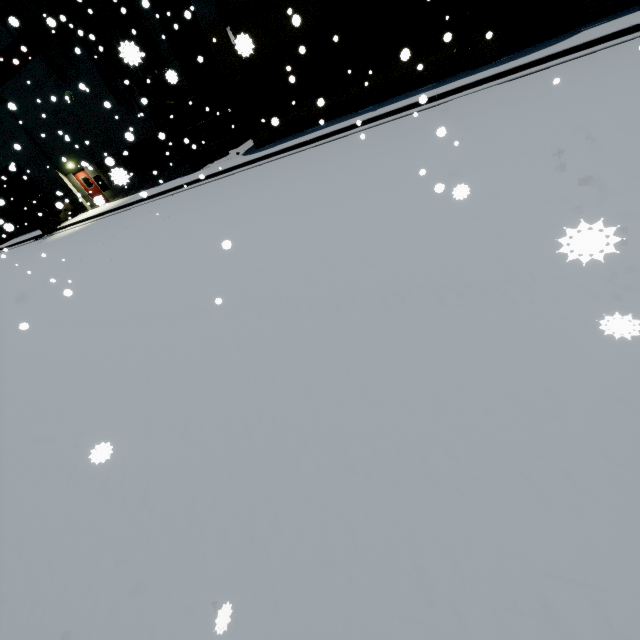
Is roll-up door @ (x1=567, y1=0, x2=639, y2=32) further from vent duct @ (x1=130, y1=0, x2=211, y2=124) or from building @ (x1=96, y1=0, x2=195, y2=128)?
vent duct @ (x1=130, y1=0, x2=211, y2=124)

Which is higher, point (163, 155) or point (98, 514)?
point (163, 155)

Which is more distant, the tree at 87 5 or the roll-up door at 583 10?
the tree at 87 5

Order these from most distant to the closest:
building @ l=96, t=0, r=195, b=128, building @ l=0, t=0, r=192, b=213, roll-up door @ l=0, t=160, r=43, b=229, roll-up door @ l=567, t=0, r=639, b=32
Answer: roll-up door @ l=0, t=160, r=43, b=229 < building @ l=0, t=0, r=192, b=213 < building @ l=96, t=0, r=195, b=128 < roll-up door @ l=567, t=0, r=639, b=32

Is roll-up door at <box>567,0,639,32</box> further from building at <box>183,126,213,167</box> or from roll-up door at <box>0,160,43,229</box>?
roll-up door at <box>0,160,43,229</box>

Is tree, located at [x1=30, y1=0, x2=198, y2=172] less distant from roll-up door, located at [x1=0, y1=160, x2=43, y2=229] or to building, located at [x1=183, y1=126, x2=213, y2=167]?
building, located at [x1=183, y1=126, x2=213, y2=167]

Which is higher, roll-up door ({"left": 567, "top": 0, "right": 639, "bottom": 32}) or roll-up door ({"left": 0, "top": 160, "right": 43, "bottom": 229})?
roll-up door ({"left": 0, "top": 160, "right": 43, "bottom": 229})

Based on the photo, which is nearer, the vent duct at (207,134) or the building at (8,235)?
the building at (8,235)
